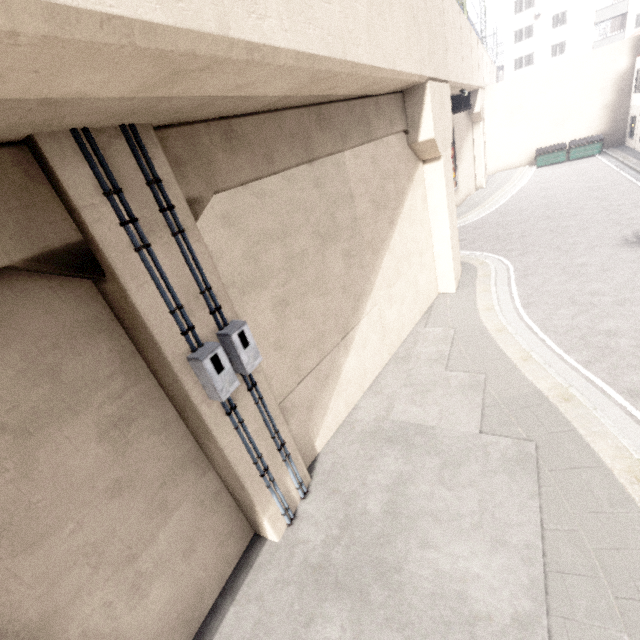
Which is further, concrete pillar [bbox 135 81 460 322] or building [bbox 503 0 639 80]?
building [bbox 503 0 639 80]

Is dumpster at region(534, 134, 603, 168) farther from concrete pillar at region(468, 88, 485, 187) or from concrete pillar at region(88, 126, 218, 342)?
concrete pillar at region(88, 126, 218, 342)

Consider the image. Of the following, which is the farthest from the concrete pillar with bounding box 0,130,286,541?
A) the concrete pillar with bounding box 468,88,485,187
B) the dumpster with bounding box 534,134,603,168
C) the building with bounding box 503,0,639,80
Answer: the dumpster with bounding box 534,134,603,168

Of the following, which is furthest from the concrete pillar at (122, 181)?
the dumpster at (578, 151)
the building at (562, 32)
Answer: the dumpster at (578, 151)

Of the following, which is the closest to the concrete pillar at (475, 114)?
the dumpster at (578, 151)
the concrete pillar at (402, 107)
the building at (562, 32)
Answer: the dumpster at (578, 151)

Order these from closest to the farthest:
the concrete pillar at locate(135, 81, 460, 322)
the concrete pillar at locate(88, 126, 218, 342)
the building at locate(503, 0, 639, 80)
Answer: the concrete pillar at locate(88, 126, 218, 342) < the concrete pillar at locate(135, 81, 460, 322) < the building at locate(503, 0, 639, 80)

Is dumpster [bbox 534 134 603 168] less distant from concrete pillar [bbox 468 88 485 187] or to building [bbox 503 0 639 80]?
concrete pillar [bbox 468 88 485 187]

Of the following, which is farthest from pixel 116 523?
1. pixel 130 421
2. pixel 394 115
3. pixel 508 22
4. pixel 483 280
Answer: pixel 508 22
